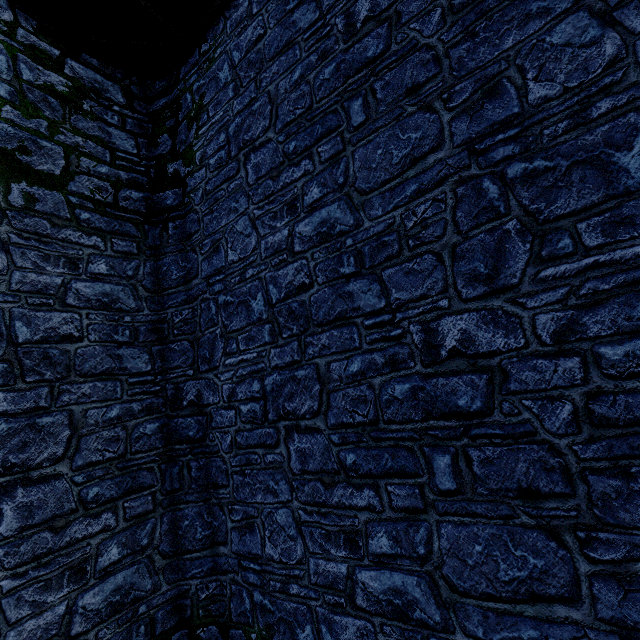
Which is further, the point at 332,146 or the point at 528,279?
the point at 332,146
